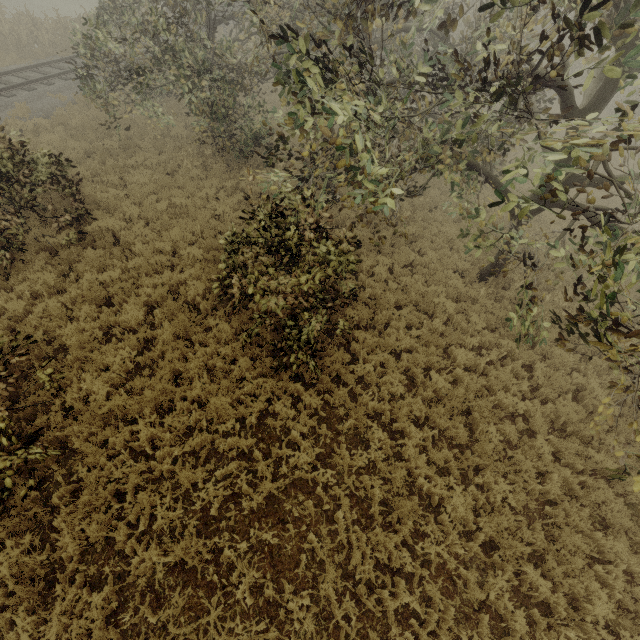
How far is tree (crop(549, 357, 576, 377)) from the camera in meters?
8.4

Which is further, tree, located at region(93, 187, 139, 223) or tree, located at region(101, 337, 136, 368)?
tree, located at region(93, 187, 139, 223)

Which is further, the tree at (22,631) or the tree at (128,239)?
the tree at (128,239)

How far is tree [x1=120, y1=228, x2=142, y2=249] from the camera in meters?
9.5 m

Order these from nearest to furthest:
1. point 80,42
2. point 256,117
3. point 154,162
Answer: point 154,162 < point 256,117 < point 80,42

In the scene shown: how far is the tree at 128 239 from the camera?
9.5 meters
